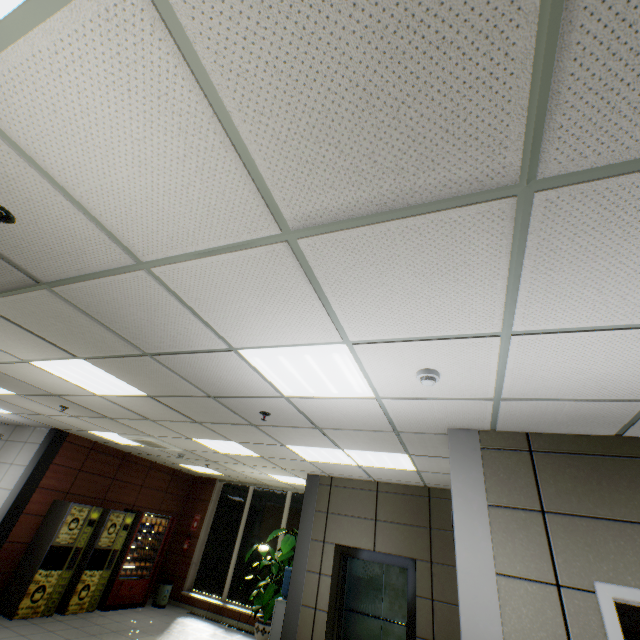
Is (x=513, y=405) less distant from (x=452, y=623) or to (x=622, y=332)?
(x=622, y=332)

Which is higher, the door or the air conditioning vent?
the air conditioning vent

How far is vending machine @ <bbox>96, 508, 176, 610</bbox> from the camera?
7.7m

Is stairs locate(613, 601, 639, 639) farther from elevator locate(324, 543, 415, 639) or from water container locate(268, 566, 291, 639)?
water container locate(268, 566, 291, 639)

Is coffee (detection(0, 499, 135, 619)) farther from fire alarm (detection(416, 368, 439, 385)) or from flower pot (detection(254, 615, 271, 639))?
fire alarm (detection(416, 368, 439, 385))

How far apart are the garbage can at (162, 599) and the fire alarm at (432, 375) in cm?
1045

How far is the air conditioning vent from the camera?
6.5m

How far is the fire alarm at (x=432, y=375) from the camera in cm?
241
